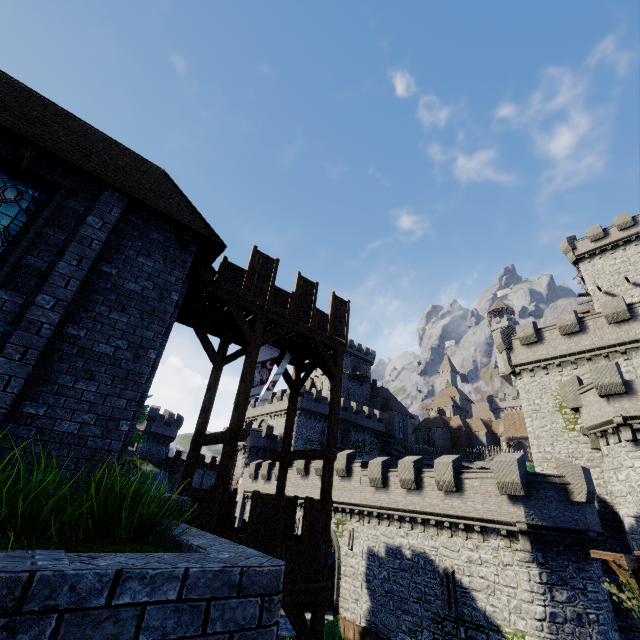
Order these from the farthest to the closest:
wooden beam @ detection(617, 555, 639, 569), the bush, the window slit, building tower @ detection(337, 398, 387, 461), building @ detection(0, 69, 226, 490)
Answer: building tower @ detection(337, 398, 387, 461), the bush, the window slit, wooden beam @ detection(617, 555, 639, 569), building @ detection(0, 69, 226, 490)

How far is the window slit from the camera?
18.5 meters

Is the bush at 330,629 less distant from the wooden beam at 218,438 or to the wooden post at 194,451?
the wooden post at 194,451

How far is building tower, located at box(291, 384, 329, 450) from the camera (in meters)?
47.69

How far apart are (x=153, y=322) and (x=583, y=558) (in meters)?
23.39

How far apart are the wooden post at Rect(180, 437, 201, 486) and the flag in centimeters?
183cm

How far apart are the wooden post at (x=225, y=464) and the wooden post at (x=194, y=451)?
2.6m

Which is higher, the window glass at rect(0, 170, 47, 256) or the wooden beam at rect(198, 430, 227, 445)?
the window glass at rect(0, 170, 47, 256)
